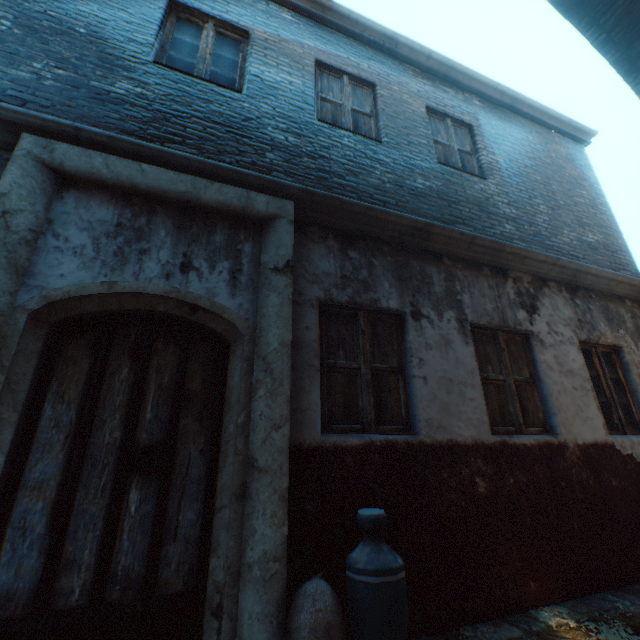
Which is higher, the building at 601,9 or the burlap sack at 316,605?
the building at 601,9

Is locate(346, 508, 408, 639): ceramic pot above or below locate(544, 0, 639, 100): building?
below

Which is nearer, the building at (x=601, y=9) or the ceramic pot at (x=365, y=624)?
the ceramic pot at (x=365, y=624)

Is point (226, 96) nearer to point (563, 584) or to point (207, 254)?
point (207, 254)

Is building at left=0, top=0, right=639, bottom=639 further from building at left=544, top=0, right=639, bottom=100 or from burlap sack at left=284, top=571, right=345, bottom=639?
building at left=544, top=0, right=639, bottom=100

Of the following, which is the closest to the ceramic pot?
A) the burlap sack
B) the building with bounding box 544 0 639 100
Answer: the burlap sack

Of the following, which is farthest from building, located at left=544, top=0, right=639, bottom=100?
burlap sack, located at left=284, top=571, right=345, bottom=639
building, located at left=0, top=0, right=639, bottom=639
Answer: burlap sack, located at left=284, top=571, right=345, bottom=639

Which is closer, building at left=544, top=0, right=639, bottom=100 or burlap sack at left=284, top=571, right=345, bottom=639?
burlap sack at left=284, top=571, right=345, bottom=639
